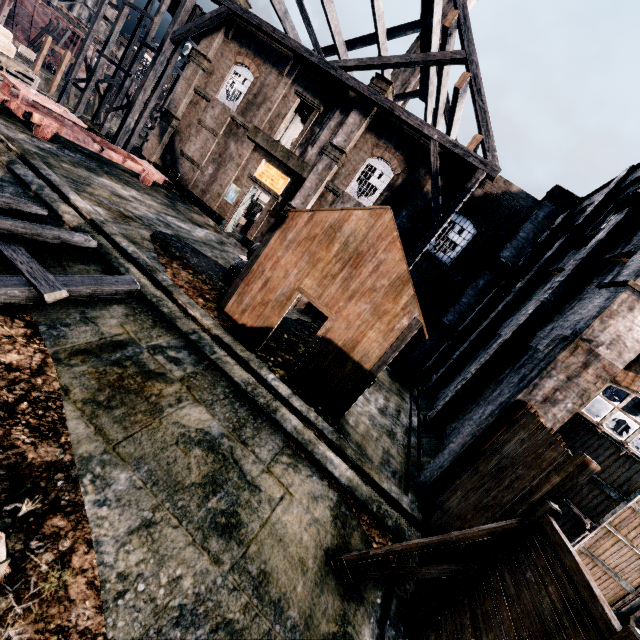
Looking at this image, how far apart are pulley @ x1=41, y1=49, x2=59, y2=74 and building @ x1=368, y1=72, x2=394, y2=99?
51.0 meters

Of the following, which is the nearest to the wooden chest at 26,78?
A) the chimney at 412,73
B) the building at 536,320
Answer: the building at 536,320

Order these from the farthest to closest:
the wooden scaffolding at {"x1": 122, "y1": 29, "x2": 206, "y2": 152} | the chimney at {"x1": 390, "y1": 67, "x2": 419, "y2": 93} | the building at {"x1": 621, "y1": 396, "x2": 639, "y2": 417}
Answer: the chimney at {"x1": 390, "y1": 67, "x2": 419, "y2": 93} → the building at {"x1": 621, "y1": 396, "x2": 639, "y2": 417} → the wooden scaffolding at {"x1": 122, "y1": 29, "x2": 206, "y2": 152}

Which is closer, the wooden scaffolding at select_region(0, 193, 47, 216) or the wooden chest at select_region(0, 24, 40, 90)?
the wooden scaffolding at select_region(0, 193, 47, 216)

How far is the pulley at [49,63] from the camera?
43.9m

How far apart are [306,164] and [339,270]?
14.4 meters

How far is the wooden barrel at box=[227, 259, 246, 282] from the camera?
13.6 meters

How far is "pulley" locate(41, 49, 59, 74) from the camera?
43.9 meters
